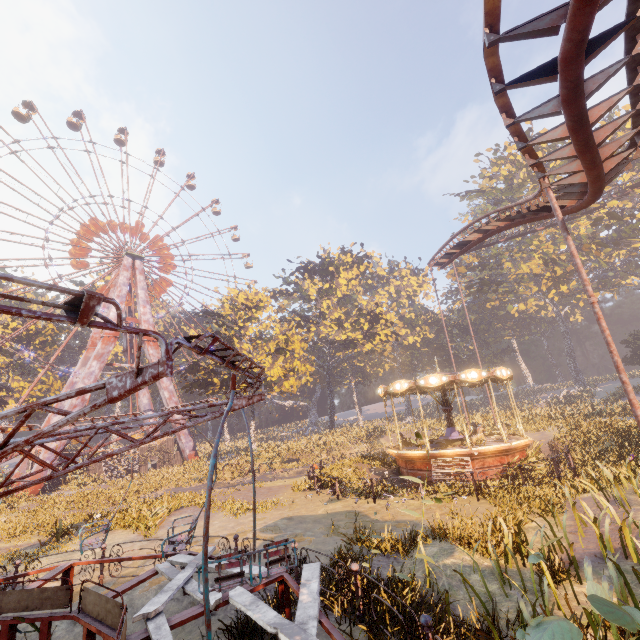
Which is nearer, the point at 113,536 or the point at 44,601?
the point at 44,601

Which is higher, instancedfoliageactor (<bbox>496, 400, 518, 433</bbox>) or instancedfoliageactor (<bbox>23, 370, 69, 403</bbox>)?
instancedfoliageactor (<bbox>23, 370, 69, 403</bbox>)

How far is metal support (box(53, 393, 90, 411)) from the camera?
31.3 meters

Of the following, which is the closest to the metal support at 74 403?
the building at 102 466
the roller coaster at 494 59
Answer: the building at 102 466

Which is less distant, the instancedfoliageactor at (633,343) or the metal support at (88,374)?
the metal support at (88,374)

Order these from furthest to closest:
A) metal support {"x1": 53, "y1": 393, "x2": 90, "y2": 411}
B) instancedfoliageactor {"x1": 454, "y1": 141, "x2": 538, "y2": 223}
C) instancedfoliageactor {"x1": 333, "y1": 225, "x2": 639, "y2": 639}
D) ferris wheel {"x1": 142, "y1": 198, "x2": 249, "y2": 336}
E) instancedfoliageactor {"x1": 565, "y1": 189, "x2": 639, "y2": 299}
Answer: instancedfoliageactor {"x1": 454, "y1": 141, "x2": 538, "y2": 223} < ferris wheel {"x1": 142, "y1": 198, "x2": 249, "y2": 336} < instancedfoliageactor {"x1": 565, "y1": 189, "x2": 639, "y2": 299} < metal support {"x1": 53, "y1": 393, "x2": 90, "y2": 411} < instancedfoliageactor {"x1": 333, "y1": 225, "x2": 639, "y2": 639}

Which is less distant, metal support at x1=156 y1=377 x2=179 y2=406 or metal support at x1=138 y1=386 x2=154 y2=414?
metal support at x1=156 y1=377 x2=179 y2=406

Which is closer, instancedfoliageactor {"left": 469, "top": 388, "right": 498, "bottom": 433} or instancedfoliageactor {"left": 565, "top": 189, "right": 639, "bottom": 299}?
instancedfoliageactor {"left": 469, "top": 388, "right": 498, "bottom": 433}
